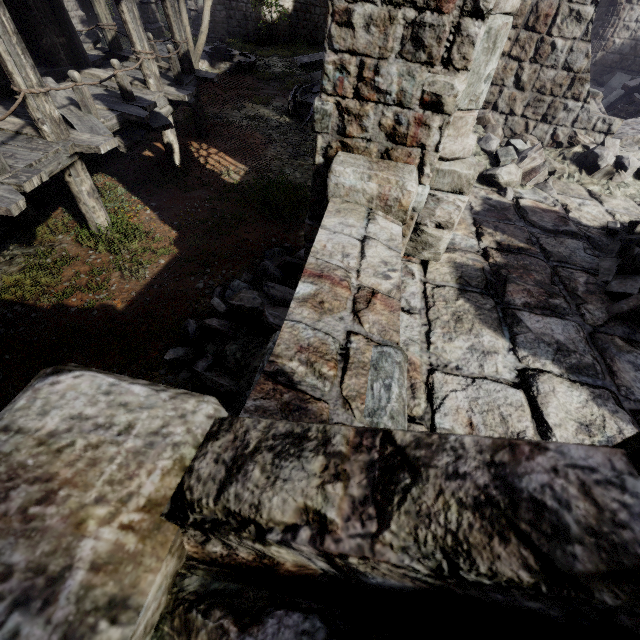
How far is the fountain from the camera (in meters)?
18.44

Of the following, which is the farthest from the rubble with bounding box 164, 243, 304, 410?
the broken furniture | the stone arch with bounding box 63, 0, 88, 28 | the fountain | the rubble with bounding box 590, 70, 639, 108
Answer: the stone arch with bounding box 63, 0, 88, 28

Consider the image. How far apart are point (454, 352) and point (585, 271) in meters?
3.0 m

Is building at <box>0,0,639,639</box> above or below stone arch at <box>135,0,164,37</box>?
above

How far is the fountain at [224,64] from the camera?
18.4m

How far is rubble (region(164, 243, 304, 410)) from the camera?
4.82m

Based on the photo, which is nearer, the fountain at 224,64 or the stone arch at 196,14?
the fountain at 224,64

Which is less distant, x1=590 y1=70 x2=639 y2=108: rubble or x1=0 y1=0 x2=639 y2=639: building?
x1=0 y1=0 x2=639 y2=639: building
